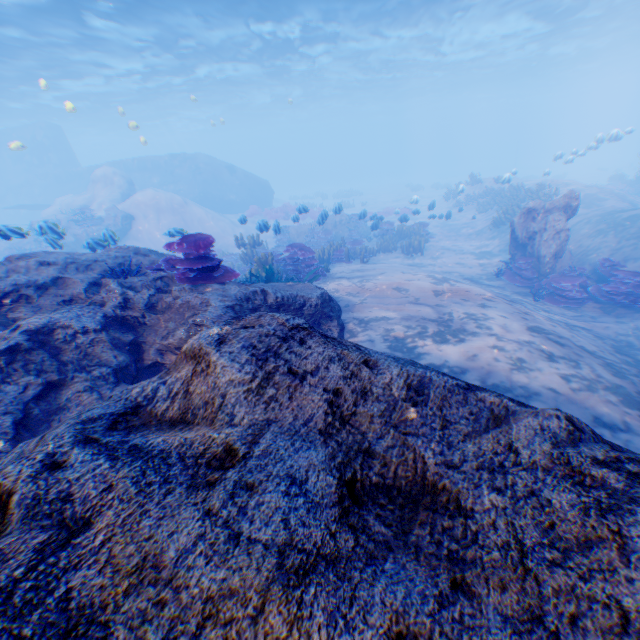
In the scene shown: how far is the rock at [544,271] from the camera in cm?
1022

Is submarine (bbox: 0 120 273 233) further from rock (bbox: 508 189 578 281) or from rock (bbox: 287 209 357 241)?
rock (bbox: 287 209 357 241)

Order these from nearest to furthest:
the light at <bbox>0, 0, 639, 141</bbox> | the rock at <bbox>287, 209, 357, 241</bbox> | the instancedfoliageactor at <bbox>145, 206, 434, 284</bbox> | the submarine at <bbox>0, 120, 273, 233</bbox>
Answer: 1. the instancedfoliageactor at <bbox>145, 206, 434, 284</bbox>
2. the rock at <bbox>287, 209, 357, 241</bbox>
3. the light at <bbox>0, 0, 639, 141</bbox>
4. the submarine at <bbox>0, 120, 273, 233</bbox>

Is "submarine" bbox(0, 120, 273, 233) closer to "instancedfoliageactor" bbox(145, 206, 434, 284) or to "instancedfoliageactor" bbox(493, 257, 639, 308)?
"instancedfoliageactor" bbox(145, 206, 434, 284)

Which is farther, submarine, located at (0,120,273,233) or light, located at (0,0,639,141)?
submarine, located at (0,120,273,233)

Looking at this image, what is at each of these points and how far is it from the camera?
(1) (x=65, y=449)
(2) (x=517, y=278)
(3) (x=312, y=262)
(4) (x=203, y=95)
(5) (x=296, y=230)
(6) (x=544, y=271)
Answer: (1) rock, 1.3m
(2) instancedfoliageactor, 11.3m
(3) instancedfoliageactor, 10.6m
(4) light, 36.4m
(5) rock, 20.2m
(6) rock, 10.6m

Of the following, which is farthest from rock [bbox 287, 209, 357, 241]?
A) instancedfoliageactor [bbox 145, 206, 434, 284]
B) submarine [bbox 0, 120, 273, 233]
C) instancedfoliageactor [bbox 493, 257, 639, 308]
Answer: instancedfoliageactor [bbox 493, 257, 639, 308]

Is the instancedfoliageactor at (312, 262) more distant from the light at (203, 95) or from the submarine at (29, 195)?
the light at (203, 95)
